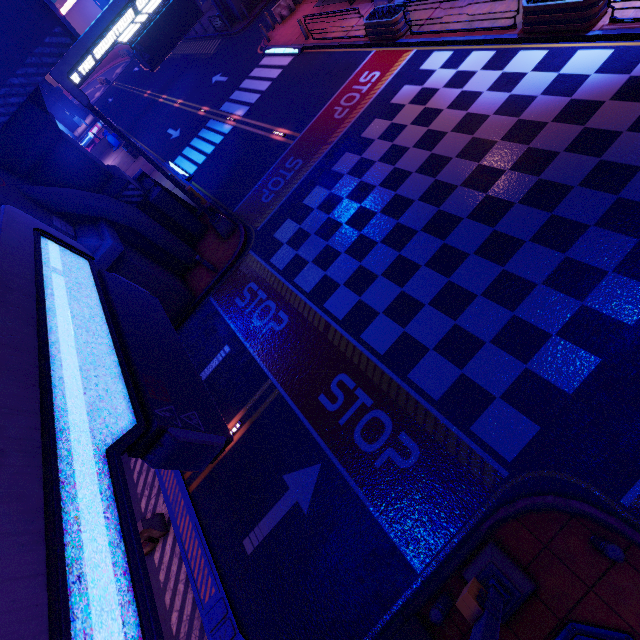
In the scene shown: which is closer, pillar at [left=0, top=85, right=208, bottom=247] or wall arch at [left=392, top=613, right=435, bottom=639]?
wall arch at [left=392, top=613, right=435, bottom=639]

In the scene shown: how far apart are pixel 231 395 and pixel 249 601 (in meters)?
5.37

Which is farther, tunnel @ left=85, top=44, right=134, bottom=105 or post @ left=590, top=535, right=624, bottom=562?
tunnel @ left=85, top=44, right=134, bottom=105

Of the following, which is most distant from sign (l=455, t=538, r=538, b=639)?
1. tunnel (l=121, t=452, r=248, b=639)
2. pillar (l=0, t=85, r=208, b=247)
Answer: tunnel (l=121, t=452, r=248, b=639)

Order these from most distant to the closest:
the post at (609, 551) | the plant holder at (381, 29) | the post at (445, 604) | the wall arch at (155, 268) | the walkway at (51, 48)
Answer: the plant holder at (381, 29) → the wall arch at (155, 268) → the walkway at (51, 48) → the post at (445, 604) → the post at (609, 551)

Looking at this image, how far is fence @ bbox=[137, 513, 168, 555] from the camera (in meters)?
9.28

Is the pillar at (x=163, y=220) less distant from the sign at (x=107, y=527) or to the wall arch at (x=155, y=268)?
the wall arch at (x=155, y=268)

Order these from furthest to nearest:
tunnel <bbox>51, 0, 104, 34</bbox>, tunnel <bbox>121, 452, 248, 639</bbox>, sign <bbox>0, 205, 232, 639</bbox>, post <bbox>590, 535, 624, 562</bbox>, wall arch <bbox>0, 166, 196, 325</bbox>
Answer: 1. tunnel <bbox>51, 0, 104, 34</bbox>
2. wall arch <bbox>0, 166, 196, 325</bbox>
3. tunnel <bbox>121, 452, 248, 639</bbox>
4. post <bbox>590, 535, 624, 562</bbox>
5. sign <bbox>0, 205, 232, 639</bbox>
